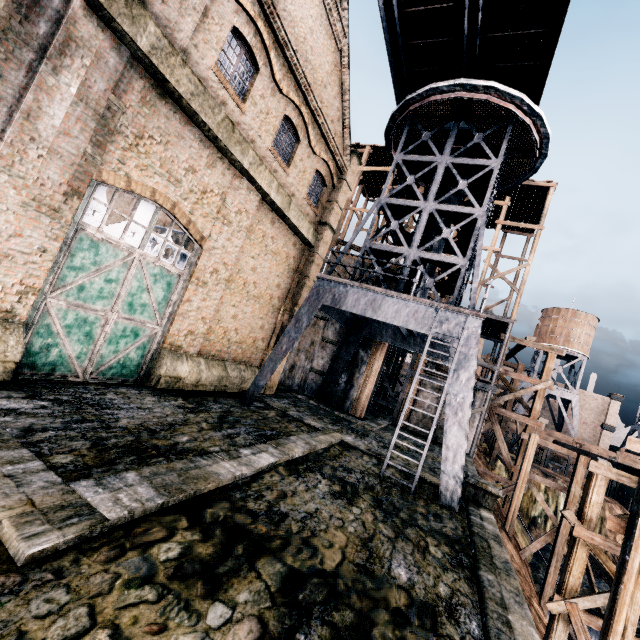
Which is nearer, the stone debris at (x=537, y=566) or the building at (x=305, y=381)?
the stone debris at (x=537, y=566)

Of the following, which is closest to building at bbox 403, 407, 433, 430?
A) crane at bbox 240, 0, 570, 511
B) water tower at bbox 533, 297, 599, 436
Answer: crane at bbox 240, 0, 570, 511

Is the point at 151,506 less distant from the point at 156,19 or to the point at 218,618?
the point at 218,618

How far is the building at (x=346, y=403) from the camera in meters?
22.9

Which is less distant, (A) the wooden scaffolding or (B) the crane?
(B) the crane

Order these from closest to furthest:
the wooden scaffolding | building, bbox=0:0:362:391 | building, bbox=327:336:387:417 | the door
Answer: building, bbox=0:0:362:391
the door
building, bbox=327:336:387:417
the wooden scaffolding

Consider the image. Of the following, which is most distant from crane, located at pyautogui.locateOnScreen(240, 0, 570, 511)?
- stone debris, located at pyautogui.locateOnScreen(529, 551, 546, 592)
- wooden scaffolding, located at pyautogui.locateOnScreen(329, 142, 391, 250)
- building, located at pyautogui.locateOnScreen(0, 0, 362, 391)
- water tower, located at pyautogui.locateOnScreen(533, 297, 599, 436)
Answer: water tower, located at pyautogui.locateOnScreen(533, 297, 599, 436)

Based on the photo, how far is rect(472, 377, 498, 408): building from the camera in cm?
2410
